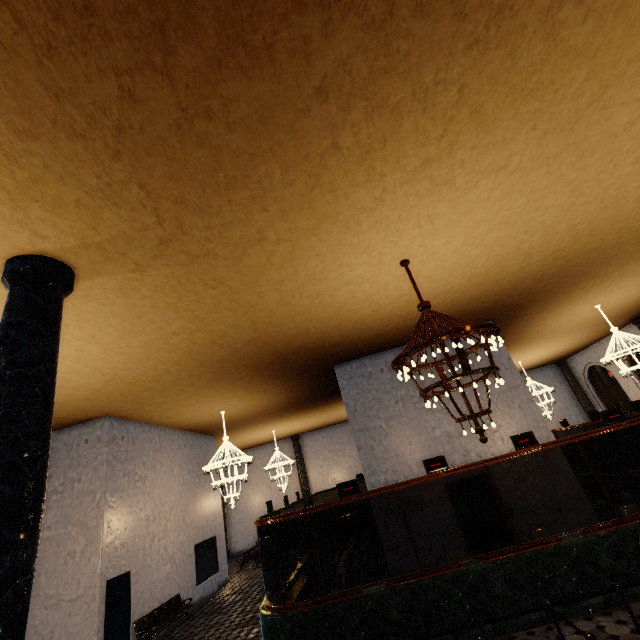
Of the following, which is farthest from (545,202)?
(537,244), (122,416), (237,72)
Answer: (122,416)
